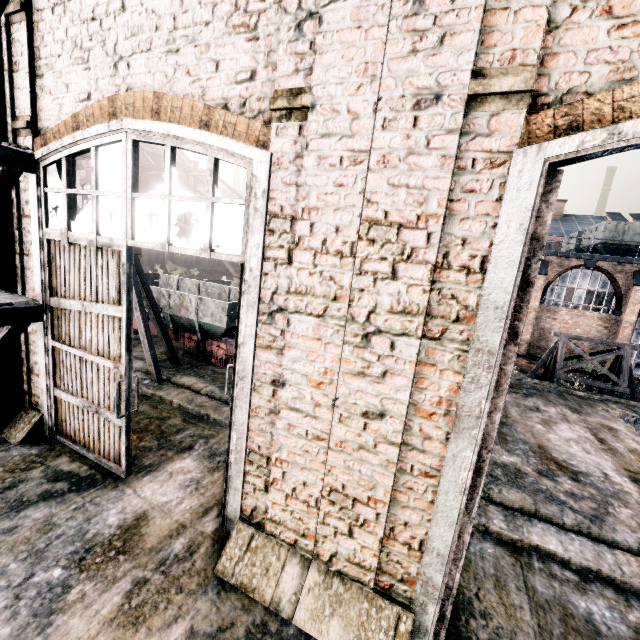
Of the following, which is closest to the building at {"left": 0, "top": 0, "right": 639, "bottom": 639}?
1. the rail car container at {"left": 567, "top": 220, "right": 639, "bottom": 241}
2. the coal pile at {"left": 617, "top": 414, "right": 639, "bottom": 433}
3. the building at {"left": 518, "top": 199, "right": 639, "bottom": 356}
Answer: the coal pile at {"left": 617, "top": 414, "right": 639, "bottom": 433}

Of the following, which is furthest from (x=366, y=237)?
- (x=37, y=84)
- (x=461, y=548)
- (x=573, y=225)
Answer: (x=573, y=225)

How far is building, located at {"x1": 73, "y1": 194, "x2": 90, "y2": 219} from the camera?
6.25m

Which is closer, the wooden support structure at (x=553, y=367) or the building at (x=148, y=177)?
the wooden support structure at (x=553, y=367)

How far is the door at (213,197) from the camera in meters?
3.6

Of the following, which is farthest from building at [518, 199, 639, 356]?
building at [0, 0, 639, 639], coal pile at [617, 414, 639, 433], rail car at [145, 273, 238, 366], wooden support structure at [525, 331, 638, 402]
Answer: building at [0, 0, 639, 639]

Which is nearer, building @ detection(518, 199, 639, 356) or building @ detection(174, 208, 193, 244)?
building @ detection(518, 199, 639, 356)

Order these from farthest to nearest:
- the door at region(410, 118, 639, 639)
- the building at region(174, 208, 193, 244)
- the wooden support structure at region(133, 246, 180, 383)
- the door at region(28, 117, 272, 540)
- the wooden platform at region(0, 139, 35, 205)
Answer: the building at region(174, 208, 193, 244), the wooden support structure at region(133, 246, 180, 383), the wooden platform at region(0, 139, 35, 205), the door at region(28, 117, 272, 540), the door at region(410, 118, 639, 639)
